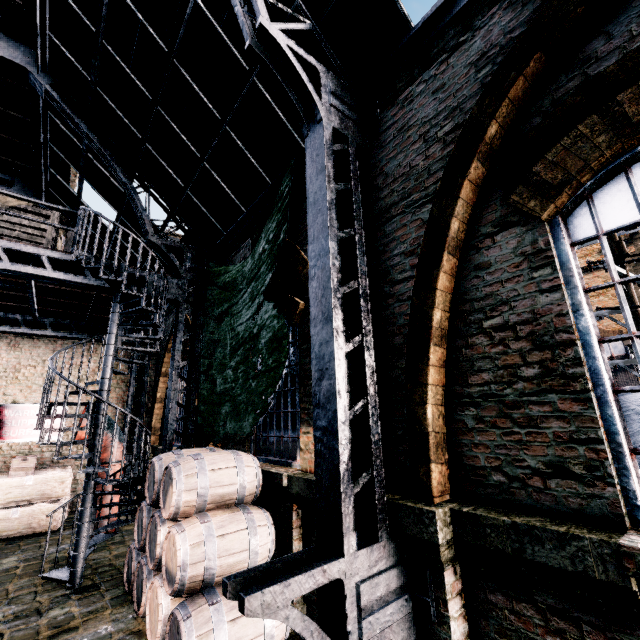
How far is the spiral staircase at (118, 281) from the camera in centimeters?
596cm

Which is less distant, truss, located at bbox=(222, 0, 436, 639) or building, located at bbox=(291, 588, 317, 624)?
truss, located at bbox=(222, 0, 436, 639)

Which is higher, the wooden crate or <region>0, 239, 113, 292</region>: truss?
<region>0, 239, 113, 292</region>: truss

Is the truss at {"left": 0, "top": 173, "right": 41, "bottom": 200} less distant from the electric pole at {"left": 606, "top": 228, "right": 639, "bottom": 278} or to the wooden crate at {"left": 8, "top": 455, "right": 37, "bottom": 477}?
the wooden crate at {"left": 8, "top": 455, "right": 37, "bottom": 477}

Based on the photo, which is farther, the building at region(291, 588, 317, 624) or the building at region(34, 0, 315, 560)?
the building at region(34, 0, 315, 560)

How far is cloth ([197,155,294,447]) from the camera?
5.2 meters

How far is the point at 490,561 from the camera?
2.75m

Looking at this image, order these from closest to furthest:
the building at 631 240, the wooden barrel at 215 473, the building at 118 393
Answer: the wooden barrel at 215 473, the building at 118 393, the building at 631 240
